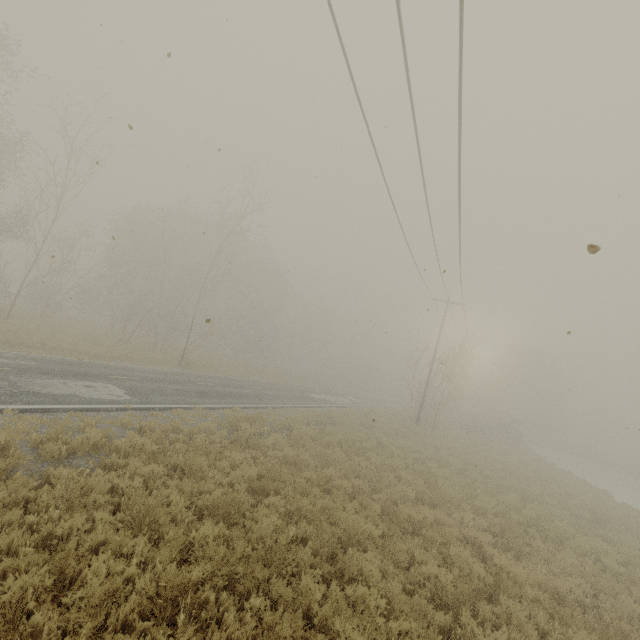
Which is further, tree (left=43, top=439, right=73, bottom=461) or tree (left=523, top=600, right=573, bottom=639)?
tree (left=43, top=439, right=73, bottom=461)

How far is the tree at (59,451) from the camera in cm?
696

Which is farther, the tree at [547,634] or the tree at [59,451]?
the tree at [59,451]

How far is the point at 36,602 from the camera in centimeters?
413cm

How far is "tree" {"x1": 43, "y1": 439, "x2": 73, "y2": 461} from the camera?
7.0m
